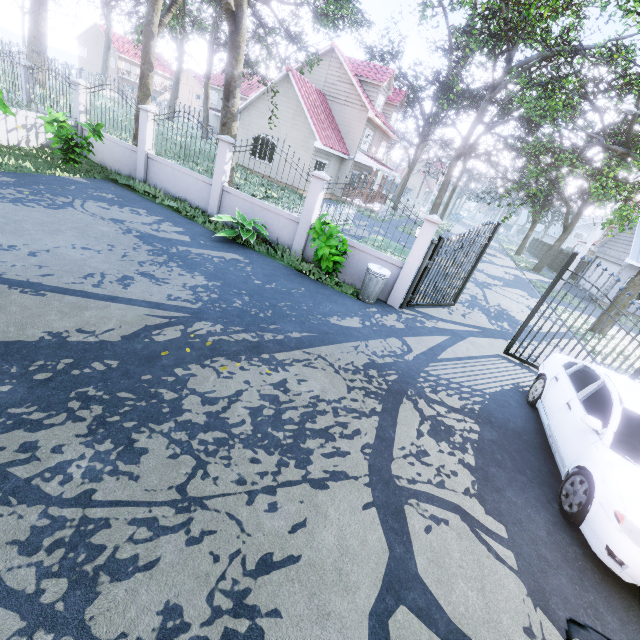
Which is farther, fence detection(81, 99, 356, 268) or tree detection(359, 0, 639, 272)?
tree detection(359, 0, 639, 272)

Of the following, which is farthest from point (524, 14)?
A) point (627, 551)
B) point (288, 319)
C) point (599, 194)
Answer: point (627, 551)

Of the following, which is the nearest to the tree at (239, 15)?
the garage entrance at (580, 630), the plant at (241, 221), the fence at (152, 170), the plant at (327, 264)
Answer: the fence at (152, 170)

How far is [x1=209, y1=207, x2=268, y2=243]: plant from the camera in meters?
9.0

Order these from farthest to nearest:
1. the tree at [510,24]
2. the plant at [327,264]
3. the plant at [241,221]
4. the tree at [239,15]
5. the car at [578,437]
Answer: the tree at [510,24] → the tree at [239,15] → the plant at [241,221] → the plant at [327,264] → the car at [578,437]

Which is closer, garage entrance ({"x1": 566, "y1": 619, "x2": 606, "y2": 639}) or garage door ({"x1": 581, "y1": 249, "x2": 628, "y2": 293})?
garage entrance ({"x1": 566, "y1": 619, "x2": 606, "y2": 639})

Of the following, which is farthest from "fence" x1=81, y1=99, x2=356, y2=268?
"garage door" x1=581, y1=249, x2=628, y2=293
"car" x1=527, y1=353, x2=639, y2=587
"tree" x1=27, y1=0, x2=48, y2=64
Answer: "garage door" x1=581, y1=249, x2=628, y2=293

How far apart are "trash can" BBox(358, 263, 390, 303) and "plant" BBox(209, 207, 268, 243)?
3.1 meters
